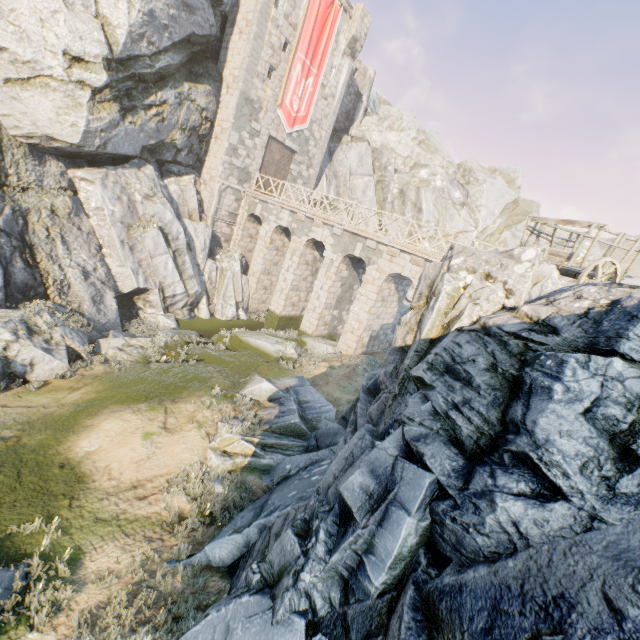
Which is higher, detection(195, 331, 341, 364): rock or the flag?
the flag

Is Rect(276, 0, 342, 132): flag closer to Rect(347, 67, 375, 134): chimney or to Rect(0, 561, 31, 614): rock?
Rect(0, 561, 31, 614): rock

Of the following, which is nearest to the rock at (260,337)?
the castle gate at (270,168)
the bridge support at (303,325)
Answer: the bridge support at (303,325)

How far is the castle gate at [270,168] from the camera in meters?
23.1

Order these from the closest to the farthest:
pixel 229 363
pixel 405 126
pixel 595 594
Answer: pixel 595 594 → pixel 229 363 → pixel 405 126

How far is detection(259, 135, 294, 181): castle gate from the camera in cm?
2314

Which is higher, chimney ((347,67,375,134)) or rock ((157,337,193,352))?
chimney ((347,67,375,134))

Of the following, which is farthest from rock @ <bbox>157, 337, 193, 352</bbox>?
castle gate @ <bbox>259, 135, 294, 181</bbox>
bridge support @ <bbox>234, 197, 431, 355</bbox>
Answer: castle gate @ <bbox>259, 135, 294, 181</bbox>
